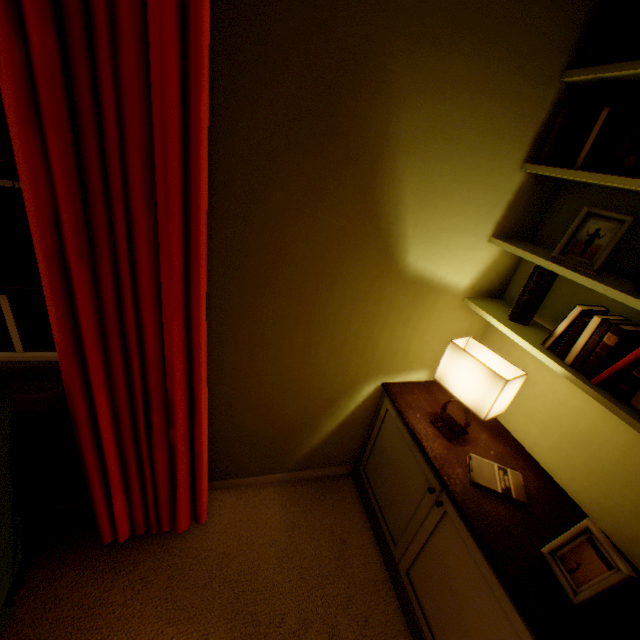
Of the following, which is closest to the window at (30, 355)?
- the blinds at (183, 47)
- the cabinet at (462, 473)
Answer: the blinds at (183, 47)

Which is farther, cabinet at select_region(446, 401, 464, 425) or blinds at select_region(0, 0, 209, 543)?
cabinet at select_region(446, 401, 464, 425)

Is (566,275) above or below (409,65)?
below

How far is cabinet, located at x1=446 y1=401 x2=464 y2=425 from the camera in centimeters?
160cm

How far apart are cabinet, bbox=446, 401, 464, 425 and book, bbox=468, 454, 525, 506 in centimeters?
3cm

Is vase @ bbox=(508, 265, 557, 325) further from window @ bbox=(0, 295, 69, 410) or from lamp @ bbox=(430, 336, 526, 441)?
window @ bbox=(0, 295, 69, 410)

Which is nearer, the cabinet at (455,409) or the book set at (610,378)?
the book set at (610,378)

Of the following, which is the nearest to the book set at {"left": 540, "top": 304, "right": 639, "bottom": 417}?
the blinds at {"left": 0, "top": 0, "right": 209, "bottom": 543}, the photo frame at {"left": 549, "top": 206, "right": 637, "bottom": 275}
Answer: the photo frame at {"left": 549, "top": 206, "right": 637, "bottom": 275}
